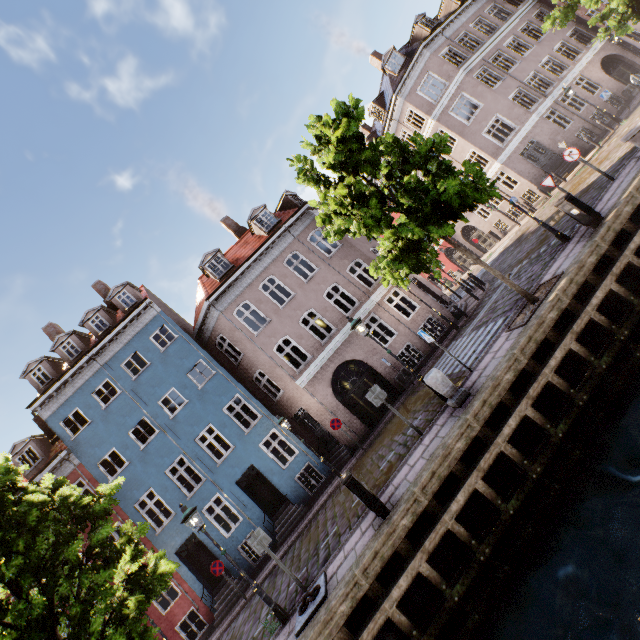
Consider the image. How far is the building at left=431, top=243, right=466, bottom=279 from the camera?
35.78m

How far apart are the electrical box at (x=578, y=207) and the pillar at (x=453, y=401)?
6.2m

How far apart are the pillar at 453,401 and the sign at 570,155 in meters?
9.8

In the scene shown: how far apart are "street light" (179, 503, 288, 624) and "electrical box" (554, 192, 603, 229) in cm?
1342

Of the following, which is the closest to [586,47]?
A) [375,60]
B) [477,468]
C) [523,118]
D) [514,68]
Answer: [514,68]

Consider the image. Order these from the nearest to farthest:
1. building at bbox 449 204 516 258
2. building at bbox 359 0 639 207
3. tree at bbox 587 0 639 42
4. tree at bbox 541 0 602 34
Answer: tree at bbox 541 0 602 34 → tree at bbox 587 0 639 42 → building at bbox 359 0 639 207 → building at bbox 449 204 516 258

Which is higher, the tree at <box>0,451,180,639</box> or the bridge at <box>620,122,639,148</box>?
the tree at <box>0,451,180,639</box>

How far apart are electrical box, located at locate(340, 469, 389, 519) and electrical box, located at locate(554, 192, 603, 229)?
9.68m
